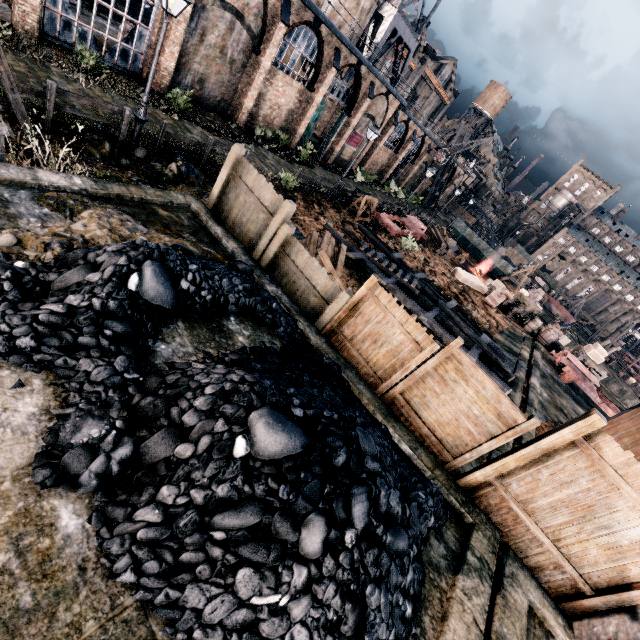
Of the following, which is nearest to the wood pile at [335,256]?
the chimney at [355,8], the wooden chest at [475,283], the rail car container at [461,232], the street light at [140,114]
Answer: the street light at [140,114]

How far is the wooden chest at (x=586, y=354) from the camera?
27.67m

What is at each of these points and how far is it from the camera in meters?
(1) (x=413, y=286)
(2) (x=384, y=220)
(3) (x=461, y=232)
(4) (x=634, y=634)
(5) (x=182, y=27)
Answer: (1) ladder, 17.7 m
(2) rail car base, 26.2 m
(3) rail car container, 47.5 m
(4) building, 5.1 m
(5) building, 17.1 m

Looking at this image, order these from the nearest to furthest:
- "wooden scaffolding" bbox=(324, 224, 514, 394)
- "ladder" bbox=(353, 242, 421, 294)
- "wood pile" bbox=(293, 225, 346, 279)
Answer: "wood pile" bbox=(293, 225, 346, 279) → "wooden scaffolding" bbox=(324, 224, 514, 394) → "ladder" bbox=(353, 242, 421, 294)

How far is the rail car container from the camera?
45.2m

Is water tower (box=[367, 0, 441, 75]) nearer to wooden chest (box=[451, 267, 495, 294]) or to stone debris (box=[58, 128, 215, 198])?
wooden chest (box=[451, 267, 495, 294])

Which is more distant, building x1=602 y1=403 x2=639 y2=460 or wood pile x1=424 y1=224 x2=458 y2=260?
wood pile x1=424 y1=224 x2=458 y2=260

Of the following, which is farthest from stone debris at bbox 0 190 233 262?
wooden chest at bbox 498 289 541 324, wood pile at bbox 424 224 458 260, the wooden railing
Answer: wood pile at bbox 424 224 458 260
